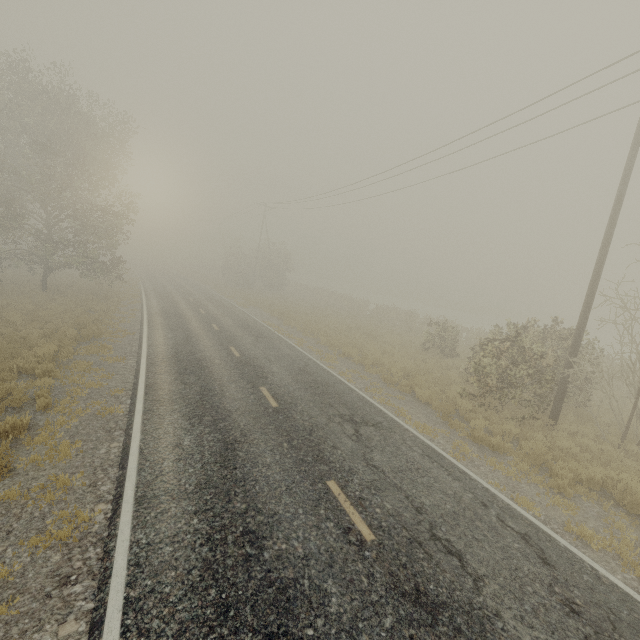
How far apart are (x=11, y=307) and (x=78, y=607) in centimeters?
1911cm

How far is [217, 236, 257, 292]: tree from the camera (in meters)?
42.88

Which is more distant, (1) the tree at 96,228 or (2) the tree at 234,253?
(2) the tree at 234,253

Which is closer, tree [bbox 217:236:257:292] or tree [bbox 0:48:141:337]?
tree [bbox 0:48:141:337]

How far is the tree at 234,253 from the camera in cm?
4288
